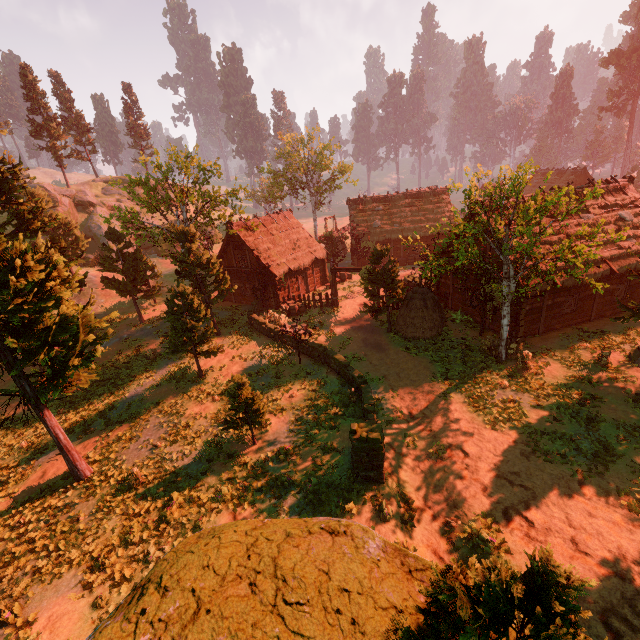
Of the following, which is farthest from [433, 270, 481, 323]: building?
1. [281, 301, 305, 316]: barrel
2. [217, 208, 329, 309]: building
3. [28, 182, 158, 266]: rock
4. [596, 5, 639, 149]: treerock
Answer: [28, 182, 158, 266]: rock

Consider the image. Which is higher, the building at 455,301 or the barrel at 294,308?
the barrel at 294,308

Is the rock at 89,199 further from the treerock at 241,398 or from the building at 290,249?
the building at 290,249

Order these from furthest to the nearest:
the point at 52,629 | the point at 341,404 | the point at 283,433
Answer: the point at 341,404, the point at 283,433, the point at 52,629

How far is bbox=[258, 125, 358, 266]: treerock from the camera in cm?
3897

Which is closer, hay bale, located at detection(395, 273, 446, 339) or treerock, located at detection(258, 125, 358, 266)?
hay bale, located at detection(395, 273, 446, 339)

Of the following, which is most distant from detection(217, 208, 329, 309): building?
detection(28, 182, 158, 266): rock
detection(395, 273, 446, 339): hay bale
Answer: detection(28, 182, 158, 266): rock
